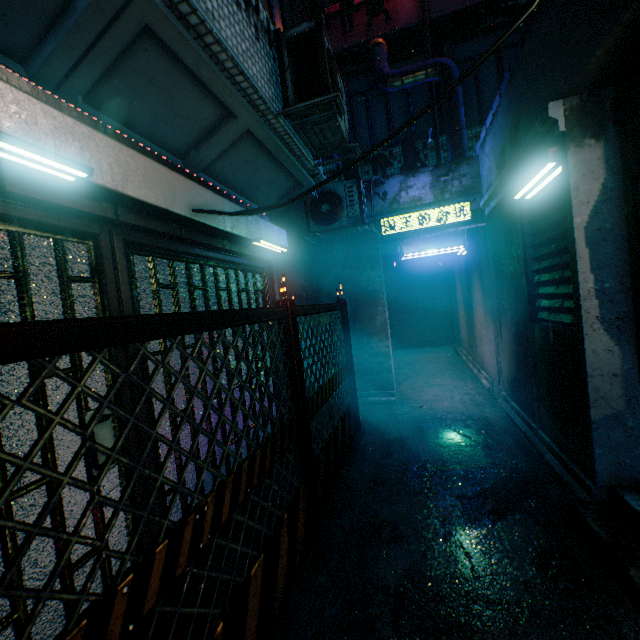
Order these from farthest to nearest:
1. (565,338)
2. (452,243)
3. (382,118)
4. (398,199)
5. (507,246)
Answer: (382,118), (398,199), (452,243), (507,246), (565,338)

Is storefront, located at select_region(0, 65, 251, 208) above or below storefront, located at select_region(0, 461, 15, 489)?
above

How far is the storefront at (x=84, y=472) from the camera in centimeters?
166cm

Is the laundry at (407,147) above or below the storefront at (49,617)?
above

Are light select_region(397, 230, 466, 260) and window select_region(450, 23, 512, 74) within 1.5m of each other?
no

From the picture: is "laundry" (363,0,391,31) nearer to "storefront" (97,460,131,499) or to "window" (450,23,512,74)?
"window" (450,23,512,74)

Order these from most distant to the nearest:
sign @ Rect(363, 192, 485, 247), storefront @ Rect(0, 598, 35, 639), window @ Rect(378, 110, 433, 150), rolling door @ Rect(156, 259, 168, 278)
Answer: window @ Rect(378, 110, 433, 150) < sign @ Rect(363, 192, 485, 247) < rolling door @ Rect(156, 259, 168, 278) < storefront @ Rect(0, 598, 35, 639)

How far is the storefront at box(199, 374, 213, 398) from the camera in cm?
269
